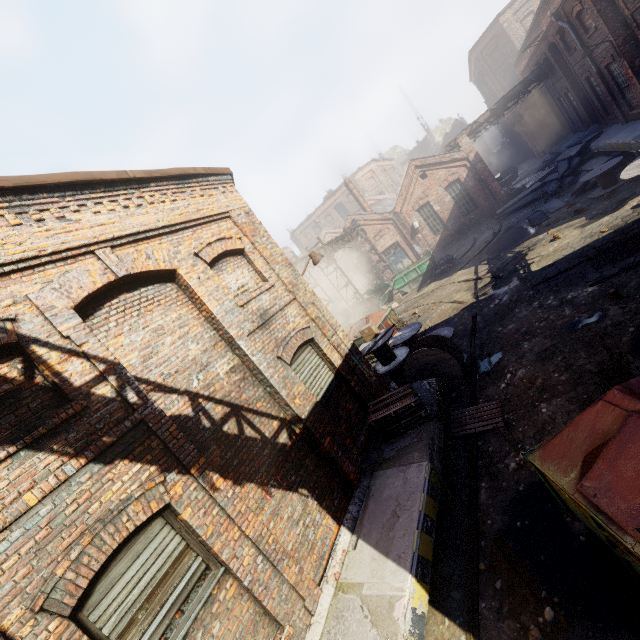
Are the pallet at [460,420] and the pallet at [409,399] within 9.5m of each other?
yes

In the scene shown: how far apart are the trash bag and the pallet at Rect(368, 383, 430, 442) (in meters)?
14.48

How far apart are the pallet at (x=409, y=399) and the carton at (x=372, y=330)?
3.5m

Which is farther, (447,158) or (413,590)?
(447,158)

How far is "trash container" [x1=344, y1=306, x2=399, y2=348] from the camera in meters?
15.4 m

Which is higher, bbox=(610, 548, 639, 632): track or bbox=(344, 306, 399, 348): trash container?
bbox=(344, 306, 399, 348): trash container

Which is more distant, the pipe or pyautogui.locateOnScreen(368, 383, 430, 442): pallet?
the pipe

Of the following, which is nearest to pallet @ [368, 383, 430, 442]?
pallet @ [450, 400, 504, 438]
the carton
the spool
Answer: pallet @ [450, 400, 504, 438]
